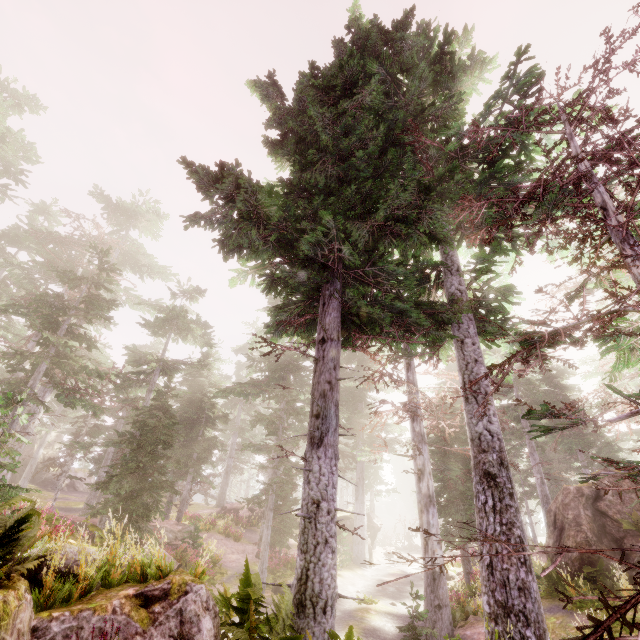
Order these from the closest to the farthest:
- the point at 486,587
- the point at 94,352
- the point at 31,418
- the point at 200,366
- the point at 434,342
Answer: the point at 486,587
the point at 434,342
the point at 31,418
the point at 200,366
the point at 94,352

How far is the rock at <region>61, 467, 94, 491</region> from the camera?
40.8 meters

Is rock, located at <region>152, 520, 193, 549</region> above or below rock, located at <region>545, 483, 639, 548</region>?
below

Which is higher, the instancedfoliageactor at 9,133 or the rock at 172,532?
the instancedfoliageactor at 9,133

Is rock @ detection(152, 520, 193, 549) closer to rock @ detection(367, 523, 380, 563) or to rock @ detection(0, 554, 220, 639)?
rock @ detection(0, 554, 220, 639)

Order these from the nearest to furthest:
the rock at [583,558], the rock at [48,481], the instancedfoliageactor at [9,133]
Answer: the rock at [583,558]
the instancedfoliageactor at [9,133]
the rock at [48,481]

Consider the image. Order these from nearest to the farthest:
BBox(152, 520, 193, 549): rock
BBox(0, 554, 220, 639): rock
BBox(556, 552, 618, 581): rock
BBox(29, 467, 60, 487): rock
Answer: BBox(0, 554, 220, 639): rock, BBox(556, 552, 618, 581): rock, BBox(152, 520, 193, 549): rock, BBox(29, 467, 60, 487): rock

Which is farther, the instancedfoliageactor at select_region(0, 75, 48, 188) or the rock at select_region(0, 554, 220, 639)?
the instancedfoliageactor at select_region(0, 75, 48, 188)
